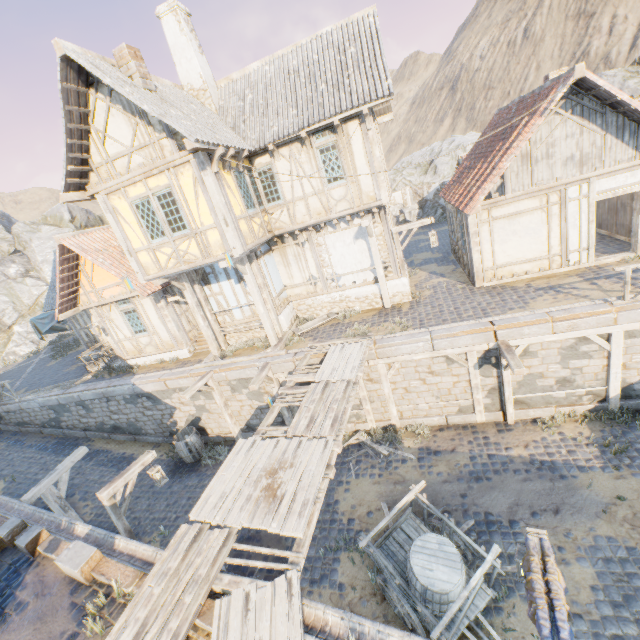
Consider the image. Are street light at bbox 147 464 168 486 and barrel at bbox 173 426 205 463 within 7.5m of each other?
yes

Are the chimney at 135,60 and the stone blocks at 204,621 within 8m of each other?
no

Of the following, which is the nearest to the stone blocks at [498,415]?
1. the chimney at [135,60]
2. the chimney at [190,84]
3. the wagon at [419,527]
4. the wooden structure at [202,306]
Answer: the wooden structure at [202,306]

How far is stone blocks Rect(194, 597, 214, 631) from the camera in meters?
4.4 m

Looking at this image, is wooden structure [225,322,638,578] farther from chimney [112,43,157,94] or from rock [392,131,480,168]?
rock [392,131,480,168]

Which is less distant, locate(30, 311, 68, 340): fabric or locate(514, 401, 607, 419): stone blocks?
locate(514, 401, 607, 419): stone blocks

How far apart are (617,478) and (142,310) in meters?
17.0 m

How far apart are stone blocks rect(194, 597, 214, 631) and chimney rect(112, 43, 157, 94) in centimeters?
1196cm
